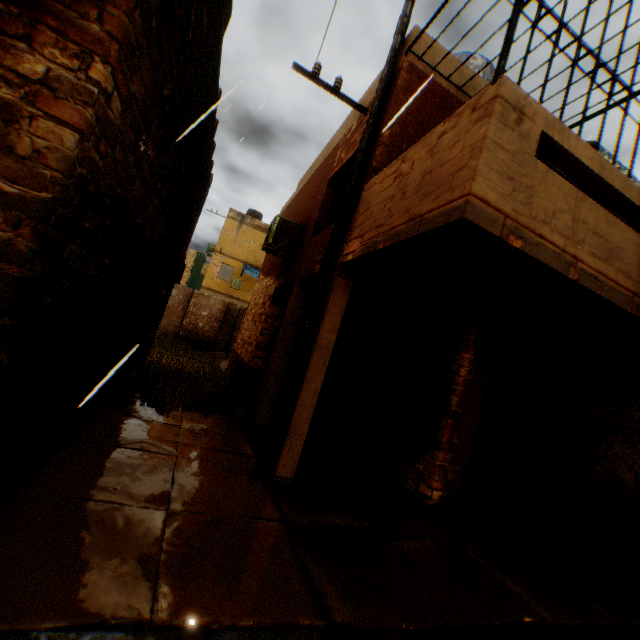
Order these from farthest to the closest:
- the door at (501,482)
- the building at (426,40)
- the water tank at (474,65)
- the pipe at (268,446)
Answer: the water tank at (474,65) < the door at (501,482) < the building at (426,40) < the pipe at (268,446)

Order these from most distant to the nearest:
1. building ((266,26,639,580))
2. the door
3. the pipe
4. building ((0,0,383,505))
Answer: the door, the pipe, building ((266,26,639,580)), building ((0,0,383,505))

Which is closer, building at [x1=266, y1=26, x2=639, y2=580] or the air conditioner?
building at [x1=266, y1=26, x2=639, y2=580]

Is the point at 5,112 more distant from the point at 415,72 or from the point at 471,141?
the point at 415,72

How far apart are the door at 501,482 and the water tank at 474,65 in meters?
6.1

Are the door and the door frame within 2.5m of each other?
yes

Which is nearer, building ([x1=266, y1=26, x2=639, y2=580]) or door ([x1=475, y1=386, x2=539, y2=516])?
building ([x1=266, y1=26, x2=639, y2=580])

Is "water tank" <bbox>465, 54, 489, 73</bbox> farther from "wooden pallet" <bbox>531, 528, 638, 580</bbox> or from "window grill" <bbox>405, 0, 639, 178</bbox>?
"wooden pallet" <bbox>531, 528, 638, 580</bbox>
